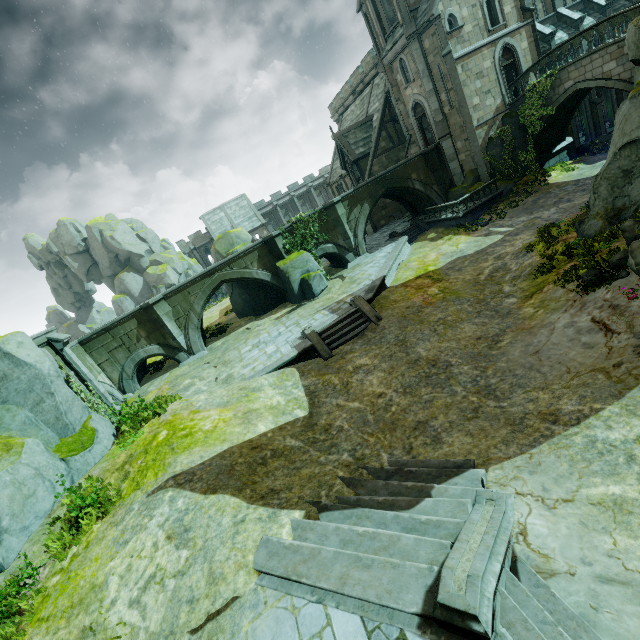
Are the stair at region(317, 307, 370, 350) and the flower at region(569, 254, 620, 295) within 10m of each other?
yes

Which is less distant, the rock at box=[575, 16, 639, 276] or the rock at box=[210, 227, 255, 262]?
the rock at box=[575, 16, 639, 276]

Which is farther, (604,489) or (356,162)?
(356,162)

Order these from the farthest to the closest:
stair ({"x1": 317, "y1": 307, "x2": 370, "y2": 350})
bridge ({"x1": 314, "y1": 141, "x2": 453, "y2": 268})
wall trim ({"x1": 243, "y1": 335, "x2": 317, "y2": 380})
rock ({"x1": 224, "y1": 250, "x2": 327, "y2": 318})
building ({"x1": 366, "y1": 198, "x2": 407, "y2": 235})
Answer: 1. building ({"x1": 366, "y1": 198, "x2": 407, "y2": 235})
2. bridge ({"x1": 314, "y1": 141, "x2": 453, "y2": 268})
3. rock ({"x1": 224, "y1": 250, "x2": 327, "y2": 318})
4. stair ({"x1": 317, "y1": 307, "x2": 370, "y2": 350})
5. wall trim ({"x1": 243, "y1": 335, "x2": 317, "y2": 380})

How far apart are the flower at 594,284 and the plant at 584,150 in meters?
22.8

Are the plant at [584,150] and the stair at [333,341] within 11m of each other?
no

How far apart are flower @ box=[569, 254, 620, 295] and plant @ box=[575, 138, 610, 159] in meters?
22.8 m

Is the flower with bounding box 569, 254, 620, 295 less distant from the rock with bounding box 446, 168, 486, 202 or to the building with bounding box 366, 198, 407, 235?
the building with bounding box 366, 198, 407, 235
